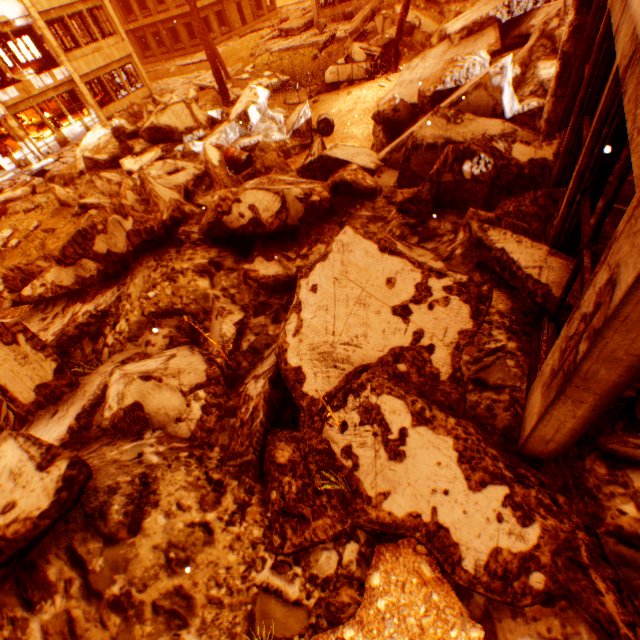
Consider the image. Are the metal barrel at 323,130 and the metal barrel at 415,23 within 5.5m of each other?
no

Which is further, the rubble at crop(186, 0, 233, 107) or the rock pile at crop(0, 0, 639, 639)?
the rubble at crop(186, 0, 233, 107)

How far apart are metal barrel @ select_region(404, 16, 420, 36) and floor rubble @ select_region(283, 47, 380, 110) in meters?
4.5 m

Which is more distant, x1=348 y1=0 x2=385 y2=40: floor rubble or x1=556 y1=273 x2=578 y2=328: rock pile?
x1=348 y1=0 x2=385 y2=40: floor rubble

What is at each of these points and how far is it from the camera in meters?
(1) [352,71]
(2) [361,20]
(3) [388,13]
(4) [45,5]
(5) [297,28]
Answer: (1) floor rubble, 12.7
(2) floor rubble, 17.2
(3) rock pile, 15.5
(4) wall corner piece, 18.2
(5) floor rubble, 22.9

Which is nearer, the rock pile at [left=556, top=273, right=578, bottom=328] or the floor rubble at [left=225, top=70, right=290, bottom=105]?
the rock pile at [left=556, top=273, right=578, bottom=328]

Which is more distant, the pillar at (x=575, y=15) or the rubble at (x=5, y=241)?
the rubble at (x=5, y=241)

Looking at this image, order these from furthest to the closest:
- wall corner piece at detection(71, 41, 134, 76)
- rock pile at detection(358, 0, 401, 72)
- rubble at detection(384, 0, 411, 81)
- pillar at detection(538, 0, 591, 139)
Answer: wall corner piece at detection(71, 41, 134, 76)
rock pile at detection(358, 0, 401, 72)
rubble at detection(384, 0, 411, 81)
pillar at detection(538, 0, 591, 139)
